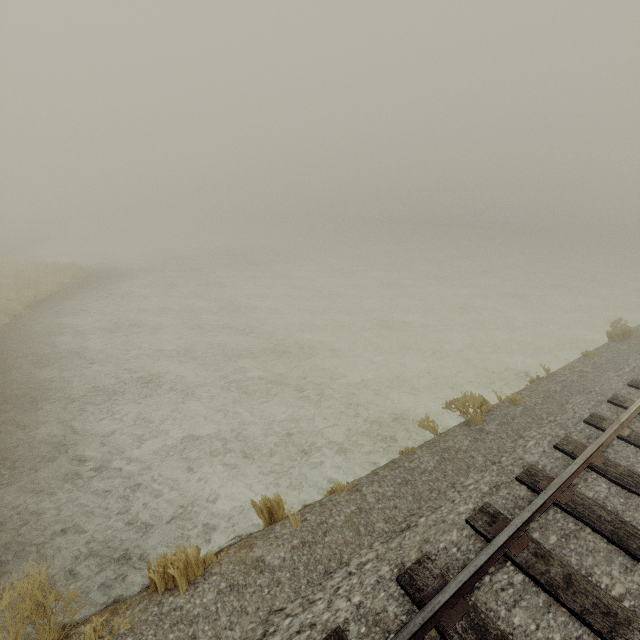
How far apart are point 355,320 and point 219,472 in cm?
1024
